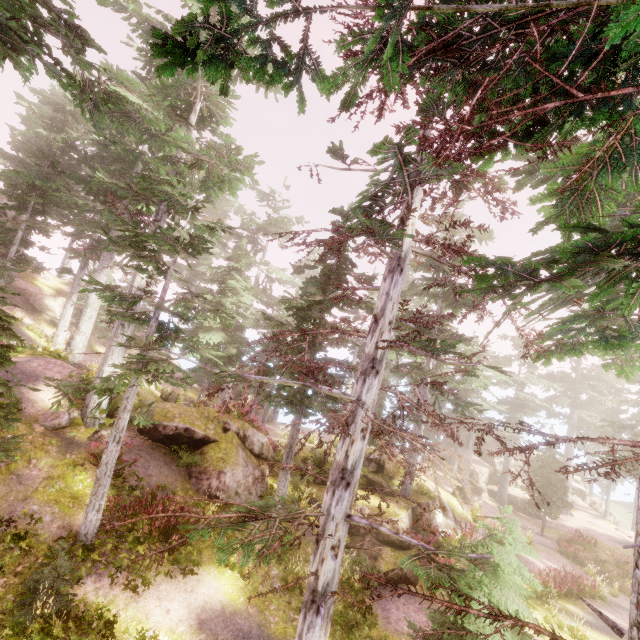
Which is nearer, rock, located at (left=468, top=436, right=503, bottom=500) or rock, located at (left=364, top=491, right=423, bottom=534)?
rock, located at (left=364, top=491, right=423, bottom=534)

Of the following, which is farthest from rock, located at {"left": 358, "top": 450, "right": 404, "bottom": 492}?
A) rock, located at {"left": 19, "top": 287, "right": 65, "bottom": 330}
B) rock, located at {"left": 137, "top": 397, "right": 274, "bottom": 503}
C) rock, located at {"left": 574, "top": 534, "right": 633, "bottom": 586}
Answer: rock, located at {"left": 19, "top": 287, "right": 65, "bottom": 330}

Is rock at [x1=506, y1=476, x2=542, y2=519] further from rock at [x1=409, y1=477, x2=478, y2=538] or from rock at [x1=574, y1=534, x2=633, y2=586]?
rock at [x1=409, y1=477, x2=478, y2=538]

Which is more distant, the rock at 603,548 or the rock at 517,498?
the rock at 517,498

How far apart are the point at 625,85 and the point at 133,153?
15.27m

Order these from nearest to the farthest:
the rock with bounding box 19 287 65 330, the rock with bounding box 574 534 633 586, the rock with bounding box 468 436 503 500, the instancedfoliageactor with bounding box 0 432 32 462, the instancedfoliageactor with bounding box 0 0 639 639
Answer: the instancedfoliageactor with bounding box 0 0 639 639, the instancedfoliageactor with bounding box 0 432 32 462, the rock with bounding box 574 534 633 586, the rock with bounding box 19 287 65 330, the rock with bounding box 468 436 503 500

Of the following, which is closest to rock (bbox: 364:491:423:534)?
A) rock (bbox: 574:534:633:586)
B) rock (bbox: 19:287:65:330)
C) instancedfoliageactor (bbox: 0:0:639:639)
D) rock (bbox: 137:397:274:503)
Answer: instancedfoliageactor (bbox: 0:0:639:639)

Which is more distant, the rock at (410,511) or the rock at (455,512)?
the rock at (455,512)
